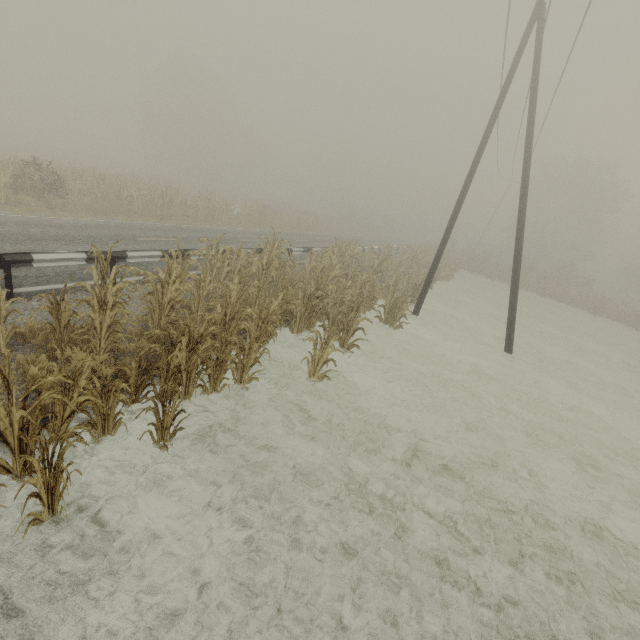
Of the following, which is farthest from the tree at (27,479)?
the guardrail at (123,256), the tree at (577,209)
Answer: the tree at (577,209)

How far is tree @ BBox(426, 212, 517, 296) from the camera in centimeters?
2564cm

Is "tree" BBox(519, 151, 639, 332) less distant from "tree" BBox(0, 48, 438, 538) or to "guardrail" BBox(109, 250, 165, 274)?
"tree" BBox(0, 48, 438, 538)

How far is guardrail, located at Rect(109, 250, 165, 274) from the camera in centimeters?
791cm

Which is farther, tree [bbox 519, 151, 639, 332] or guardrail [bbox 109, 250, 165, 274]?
tree [bbox 519, 151, 639, 332]

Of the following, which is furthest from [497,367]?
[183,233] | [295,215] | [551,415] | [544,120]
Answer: [295,215]
